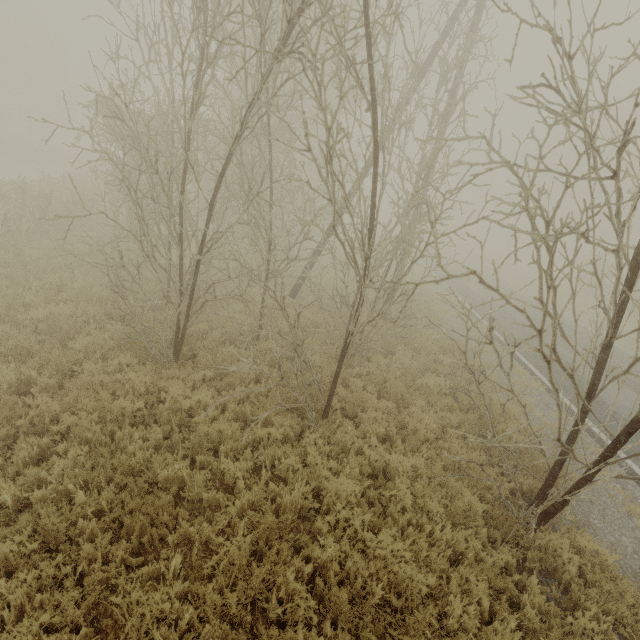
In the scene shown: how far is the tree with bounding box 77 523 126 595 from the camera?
3.4 meters

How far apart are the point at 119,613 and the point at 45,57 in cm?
5709

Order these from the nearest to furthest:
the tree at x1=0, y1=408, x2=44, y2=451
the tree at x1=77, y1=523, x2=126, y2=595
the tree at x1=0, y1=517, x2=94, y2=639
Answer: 1. the tree at x1=0, y1=517, x2=94, y2=639
2. the tree at x1=77, y1=523, x2=126, y2=595
3. the tree at x1=0, y1=408, x2=44, y2=451

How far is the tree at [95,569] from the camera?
3.45m

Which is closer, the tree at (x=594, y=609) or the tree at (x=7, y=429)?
the tree at (x=594, y=609)

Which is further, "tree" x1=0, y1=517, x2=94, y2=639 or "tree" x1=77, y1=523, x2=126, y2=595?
"tree" x1=77, y1=523, x2=126, y2=595
